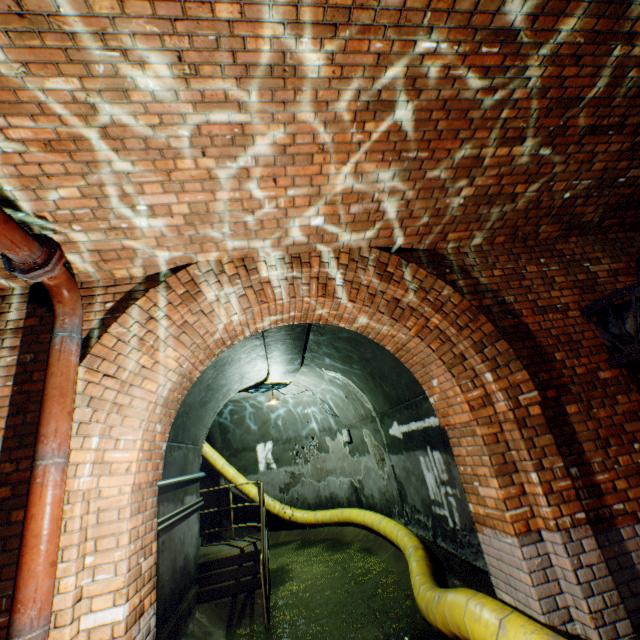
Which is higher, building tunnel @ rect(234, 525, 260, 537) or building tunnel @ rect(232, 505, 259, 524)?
building tunnel @ rect(232, 505, 259, 524)

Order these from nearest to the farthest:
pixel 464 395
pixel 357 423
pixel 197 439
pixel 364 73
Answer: pixel 364 73 → pixel 464 395 → pixel 197 439 → pixel 357 423

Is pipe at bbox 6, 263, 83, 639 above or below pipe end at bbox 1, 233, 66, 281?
below

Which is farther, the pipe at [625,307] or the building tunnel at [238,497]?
the building tunnel at [238,497]

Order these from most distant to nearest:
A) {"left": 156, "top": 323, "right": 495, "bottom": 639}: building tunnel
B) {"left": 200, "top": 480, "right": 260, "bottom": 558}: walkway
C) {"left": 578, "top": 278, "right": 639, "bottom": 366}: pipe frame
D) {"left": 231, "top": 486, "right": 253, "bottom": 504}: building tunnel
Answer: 1. {"left": 231, "top": 486, "right": 253, "bottom": 504}: building tunnel
2. {"left": 200, "top": 480, "right": 260, "bottom": 558}: walkway
3. {"left": 156, "top": 323, "right": 495, "bottom": 639}: building tunnel
4. {"left": 578, "top": 278, "right": 639, "bottom": 366}: pipe frame

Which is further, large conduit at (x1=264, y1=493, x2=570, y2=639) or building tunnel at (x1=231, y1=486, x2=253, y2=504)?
building tunnel at (x1=231, y1=486, x2=253, y2=504)

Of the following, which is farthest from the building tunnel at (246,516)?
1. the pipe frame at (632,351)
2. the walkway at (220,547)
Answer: the pipe frame at (632,351)

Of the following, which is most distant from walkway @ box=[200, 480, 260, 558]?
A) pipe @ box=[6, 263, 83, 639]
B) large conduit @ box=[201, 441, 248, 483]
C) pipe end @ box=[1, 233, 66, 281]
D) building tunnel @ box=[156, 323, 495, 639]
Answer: pipe end @ box=[1, 233, 66, 281]
